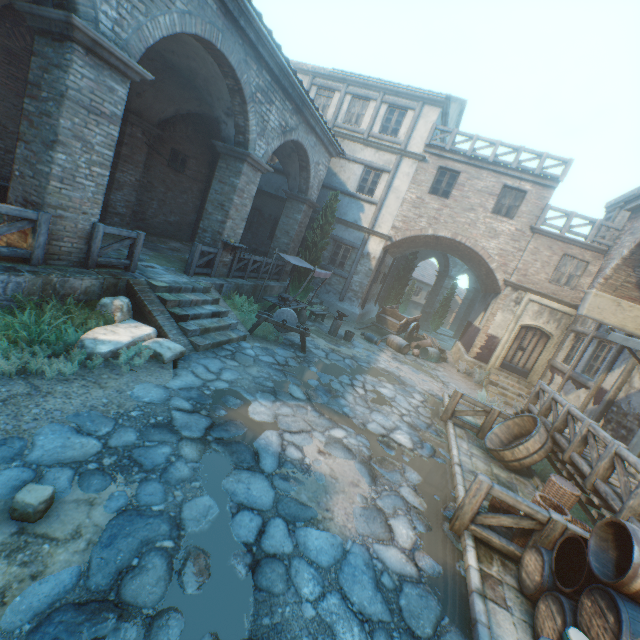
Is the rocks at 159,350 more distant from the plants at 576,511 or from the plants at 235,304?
the plants at 576,511

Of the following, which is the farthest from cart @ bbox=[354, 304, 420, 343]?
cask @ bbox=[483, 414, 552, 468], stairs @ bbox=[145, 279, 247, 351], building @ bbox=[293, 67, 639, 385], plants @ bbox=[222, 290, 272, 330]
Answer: stairs @ bbox=[145, 279, 247, 351]

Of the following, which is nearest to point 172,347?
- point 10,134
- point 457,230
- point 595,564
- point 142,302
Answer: point 142,302

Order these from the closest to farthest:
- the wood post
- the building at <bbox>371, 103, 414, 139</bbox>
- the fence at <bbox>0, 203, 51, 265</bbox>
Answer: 1. the fence at <bbox>0, 203, 51, 265</bbox>
2. the wood post
3. the building at <bbox>371, 103, 414, 139</bbox>

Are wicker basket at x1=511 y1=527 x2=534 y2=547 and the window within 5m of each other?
no

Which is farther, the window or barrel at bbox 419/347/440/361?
barrel at bbox 419/347/440/361

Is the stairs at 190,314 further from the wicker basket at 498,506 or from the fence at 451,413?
the wicker basket at 498,506

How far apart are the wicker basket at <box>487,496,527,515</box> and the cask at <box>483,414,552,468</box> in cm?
184
